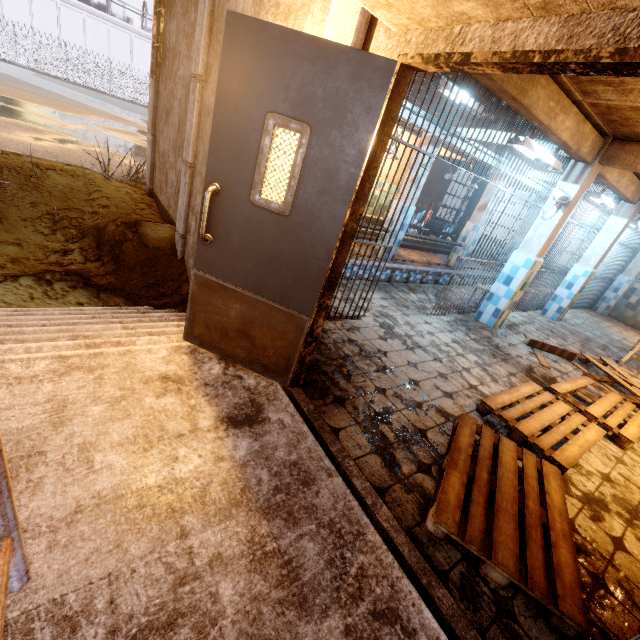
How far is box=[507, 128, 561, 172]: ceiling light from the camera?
3.5 meters

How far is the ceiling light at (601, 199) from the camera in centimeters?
526cm

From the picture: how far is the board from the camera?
4.87m

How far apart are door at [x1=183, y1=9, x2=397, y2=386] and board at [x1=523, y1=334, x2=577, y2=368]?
4.1 meters

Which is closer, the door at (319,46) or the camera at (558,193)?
the door at (319,46)

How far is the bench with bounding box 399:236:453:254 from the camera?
9.6m

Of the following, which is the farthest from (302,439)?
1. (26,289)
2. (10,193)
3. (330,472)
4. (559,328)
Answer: (559,328)

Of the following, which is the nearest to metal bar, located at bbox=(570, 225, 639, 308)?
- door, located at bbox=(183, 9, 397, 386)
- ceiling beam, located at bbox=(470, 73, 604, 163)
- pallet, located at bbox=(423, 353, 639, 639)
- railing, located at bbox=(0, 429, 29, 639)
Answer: ceiling beam, located at bbox=(470, 73, 604, 163)
